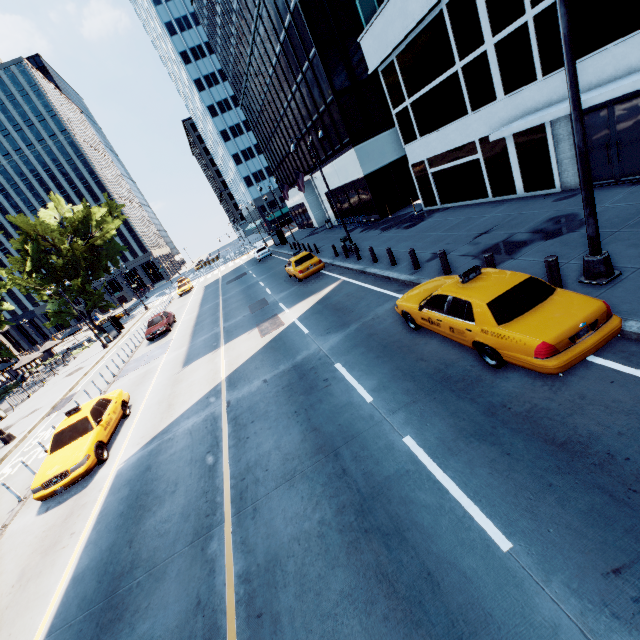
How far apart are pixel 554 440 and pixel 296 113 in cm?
3502

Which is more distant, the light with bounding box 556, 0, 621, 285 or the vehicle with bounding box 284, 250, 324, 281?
the vehicle with bounding box 284, 250, 324, 281

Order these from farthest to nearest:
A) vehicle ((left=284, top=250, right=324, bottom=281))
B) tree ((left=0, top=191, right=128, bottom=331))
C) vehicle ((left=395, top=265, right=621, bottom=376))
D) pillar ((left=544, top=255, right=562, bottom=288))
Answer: tree ((left=0, top=191, right=128, bottom=331)) < vehicle ((left=284, top=250, right=324, bottom=281)) < pillar ((left=544, top=255, right=562, bottom=288)) < vehicle ((left=395, top=265, right=621, bottom=376))

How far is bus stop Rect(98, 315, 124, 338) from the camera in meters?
34.9

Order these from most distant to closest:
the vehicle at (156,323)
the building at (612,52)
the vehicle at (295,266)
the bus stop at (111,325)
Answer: the bus stop at (111,325), the vehicle at (156,323), the vehicle at (295,266), the building at (612,52)

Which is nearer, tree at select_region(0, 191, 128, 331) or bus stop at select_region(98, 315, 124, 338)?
bus stop at select_region(98, 315, 124, 338)

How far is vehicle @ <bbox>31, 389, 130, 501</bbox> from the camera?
9.7m

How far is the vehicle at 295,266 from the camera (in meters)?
19.78
